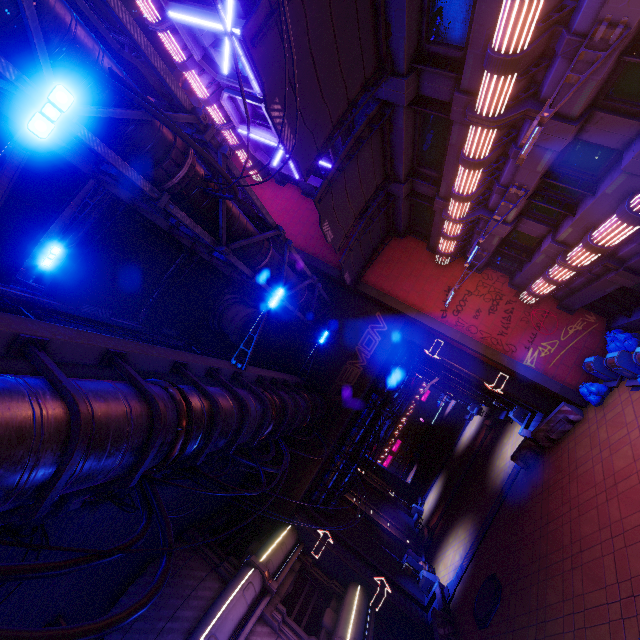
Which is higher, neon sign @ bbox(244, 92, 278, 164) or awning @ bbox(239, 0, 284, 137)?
neon sign @ bbox(244, 92, 278, 164)

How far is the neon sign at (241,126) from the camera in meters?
14.6 m

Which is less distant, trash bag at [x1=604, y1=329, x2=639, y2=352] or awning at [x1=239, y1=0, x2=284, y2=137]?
awning at [x1=239, y1=0, x2=284, y2=137]

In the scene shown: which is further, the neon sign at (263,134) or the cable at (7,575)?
the neon sign at (263,134)

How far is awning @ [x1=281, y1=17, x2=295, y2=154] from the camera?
6.7 meters

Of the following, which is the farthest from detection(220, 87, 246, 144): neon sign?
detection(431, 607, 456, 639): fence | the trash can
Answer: detection(431, 607, 456, 639): fence

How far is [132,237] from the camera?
12.7m

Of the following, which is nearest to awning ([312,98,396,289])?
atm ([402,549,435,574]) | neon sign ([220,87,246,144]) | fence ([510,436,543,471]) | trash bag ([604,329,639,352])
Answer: neon sign ([220,87,246,144])
